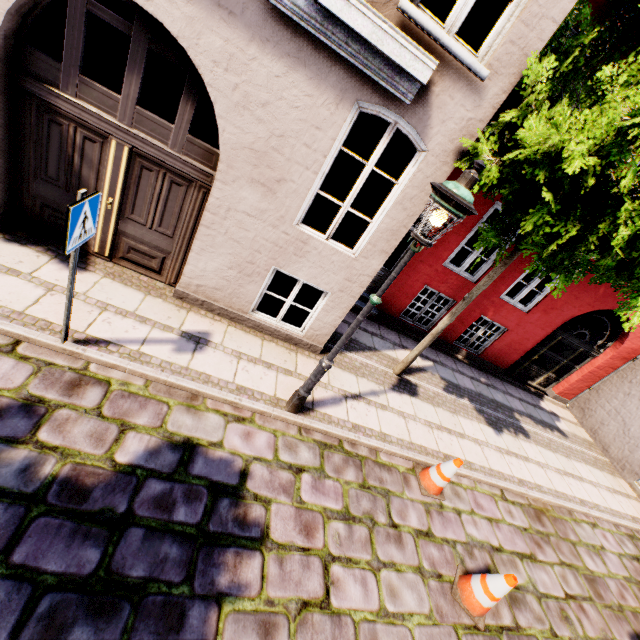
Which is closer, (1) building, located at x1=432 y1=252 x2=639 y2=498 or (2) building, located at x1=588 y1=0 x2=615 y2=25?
(2) building, located at x1=588 y1=0 x2=615 y2=25

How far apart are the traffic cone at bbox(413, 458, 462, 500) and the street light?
2.3m

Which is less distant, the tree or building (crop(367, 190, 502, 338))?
the tree

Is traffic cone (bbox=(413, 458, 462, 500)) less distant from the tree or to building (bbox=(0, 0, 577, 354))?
the tree

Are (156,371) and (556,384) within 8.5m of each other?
no

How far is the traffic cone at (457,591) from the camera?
3.88m

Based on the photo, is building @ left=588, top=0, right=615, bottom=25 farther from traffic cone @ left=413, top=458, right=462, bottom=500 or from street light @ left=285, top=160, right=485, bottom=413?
traffic cone @ left=413, top=458, right=462, bottom=500

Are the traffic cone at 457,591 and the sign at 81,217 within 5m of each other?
no
